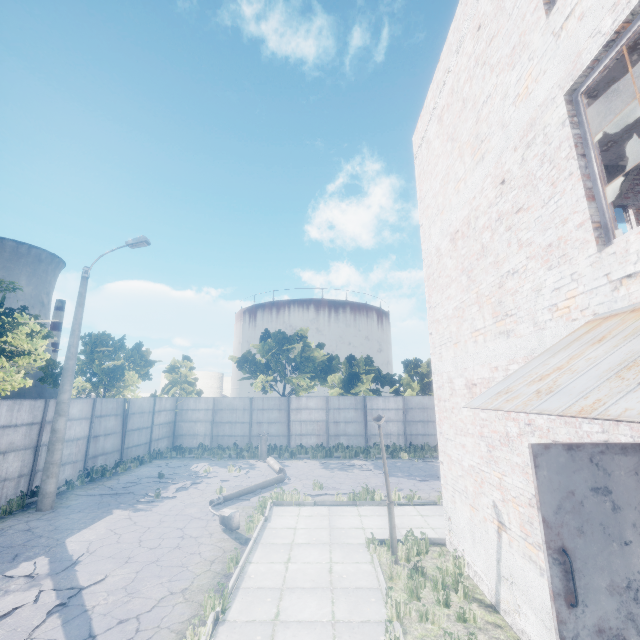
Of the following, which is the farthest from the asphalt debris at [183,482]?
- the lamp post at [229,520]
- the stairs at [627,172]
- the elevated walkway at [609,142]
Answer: the elevated walkway at [609,142]

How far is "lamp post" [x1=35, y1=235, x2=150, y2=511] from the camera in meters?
11.1

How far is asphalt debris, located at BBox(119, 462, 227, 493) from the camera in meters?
13.7 m

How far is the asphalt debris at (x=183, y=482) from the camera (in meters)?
13.68

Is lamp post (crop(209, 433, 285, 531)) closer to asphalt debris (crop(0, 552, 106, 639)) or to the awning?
asphalt debris (crop(0, 552, 106, 639))

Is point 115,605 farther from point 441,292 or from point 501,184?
point 501,184

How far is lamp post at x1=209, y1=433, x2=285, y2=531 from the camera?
9.1m

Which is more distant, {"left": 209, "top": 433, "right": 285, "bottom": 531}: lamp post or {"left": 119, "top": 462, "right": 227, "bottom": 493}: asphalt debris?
{"left": 119, "top": 462, "right": 227, "bottom": 493}: asphalt debris
